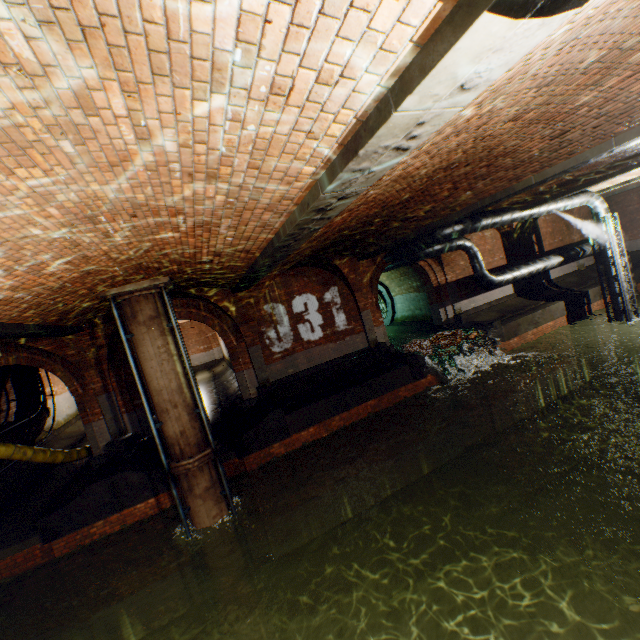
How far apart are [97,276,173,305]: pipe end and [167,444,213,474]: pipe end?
3.89m

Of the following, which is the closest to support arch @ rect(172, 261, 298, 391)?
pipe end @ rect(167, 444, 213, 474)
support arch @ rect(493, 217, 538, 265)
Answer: pipe end @ rect(167, 444, 213, 474)

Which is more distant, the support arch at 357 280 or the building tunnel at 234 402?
the building tunnel at 234 402

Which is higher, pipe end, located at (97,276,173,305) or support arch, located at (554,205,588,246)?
pipe end, located at (97,276,173,305)

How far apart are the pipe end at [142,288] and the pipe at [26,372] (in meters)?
8.25

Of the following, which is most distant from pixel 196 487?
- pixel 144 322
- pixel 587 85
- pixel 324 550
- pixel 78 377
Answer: pixel 587 85

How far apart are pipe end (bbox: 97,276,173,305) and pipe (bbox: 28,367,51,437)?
8.2 meters

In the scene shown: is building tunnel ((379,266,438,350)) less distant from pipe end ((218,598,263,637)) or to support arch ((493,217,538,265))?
support arch ((493,217,538,265))
